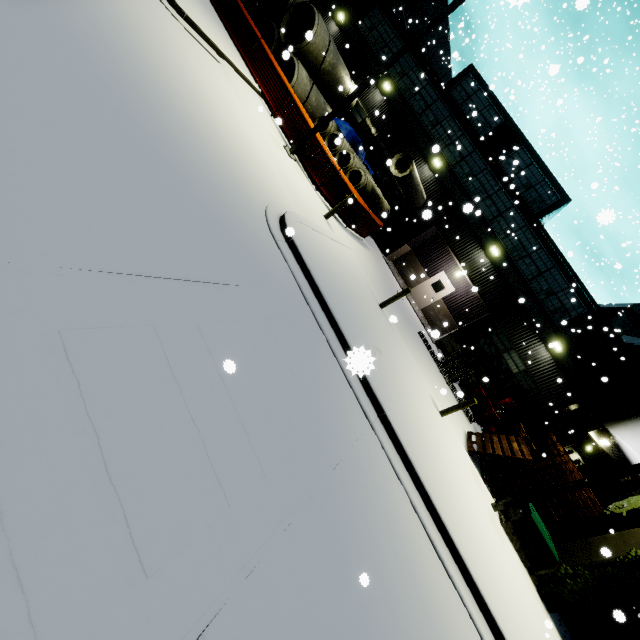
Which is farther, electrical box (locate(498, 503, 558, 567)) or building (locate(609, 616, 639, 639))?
building (locate(609, 616, 639, 639))

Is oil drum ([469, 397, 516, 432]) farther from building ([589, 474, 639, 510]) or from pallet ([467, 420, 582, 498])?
pallet ([467, 420, 582, 498])

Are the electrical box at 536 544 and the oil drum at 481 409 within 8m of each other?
yes

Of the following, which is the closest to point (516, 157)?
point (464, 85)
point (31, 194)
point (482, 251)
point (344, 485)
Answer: point (464, 85)

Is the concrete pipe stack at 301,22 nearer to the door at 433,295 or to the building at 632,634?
the building at 632,634

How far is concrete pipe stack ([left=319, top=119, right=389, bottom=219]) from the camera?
14.98m

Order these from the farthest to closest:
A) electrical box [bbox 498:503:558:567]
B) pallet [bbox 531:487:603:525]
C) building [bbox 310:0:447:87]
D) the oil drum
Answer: building [bbox 310:0:447:87] < the oil drum < pallet [bbox 531:487:603:525] < electrical box [bbox 498:503:558:567]

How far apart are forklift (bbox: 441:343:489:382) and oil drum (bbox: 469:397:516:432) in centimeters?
191cm
